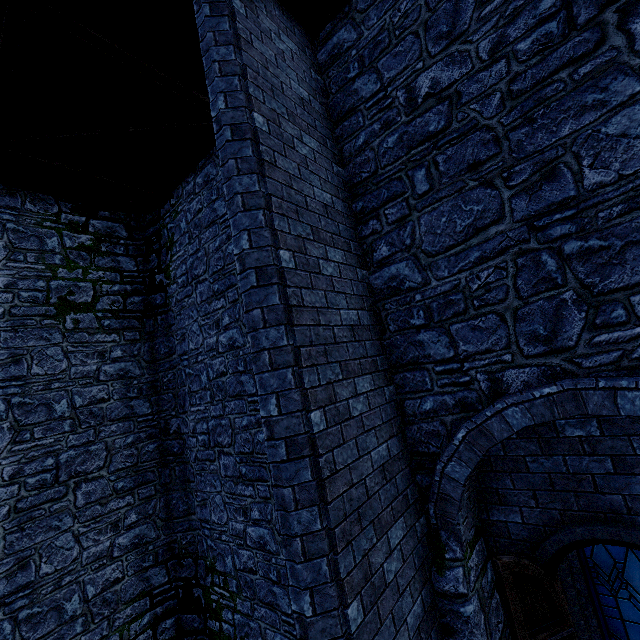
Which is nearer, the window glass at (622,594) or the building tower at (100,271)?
the window glass at (622,594)

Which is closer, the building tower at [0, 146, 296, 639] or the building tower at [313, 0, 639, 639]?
the building tower at [313, 0, 639, 639]

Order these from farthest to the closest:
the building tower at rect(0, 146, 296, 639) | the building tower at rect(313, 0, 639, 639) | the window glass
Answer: the building tower at rect(0, 146, 296, 639)
the window glass
the building tower at rect(313, 0, 639, 639)

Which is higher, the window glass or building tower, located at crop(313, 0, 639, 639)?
building tower, located at crop(313, 0, 639, 639)

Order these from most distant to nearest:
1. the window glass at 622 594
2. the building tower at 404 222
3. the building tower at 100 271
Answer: the building tower at 100 271 < the window glass at 622 594 < the building tower at 404 222

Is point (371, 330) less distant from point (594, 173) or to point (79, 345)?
point (594, 173)

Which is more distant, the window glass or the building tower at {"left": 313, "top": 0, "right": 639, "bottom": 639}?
the window glass
